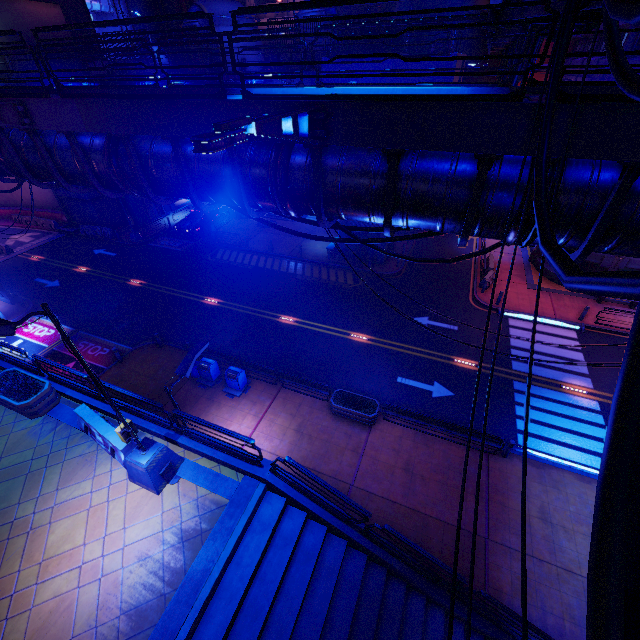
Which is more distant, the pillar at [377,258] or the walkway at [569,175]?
the pillar at [377,258]

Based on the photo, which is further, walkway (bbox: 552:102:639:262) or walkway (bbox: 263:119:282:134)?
walkway (bbox: 263:119:282:134)

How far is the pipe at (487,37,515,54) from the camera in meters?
12.1

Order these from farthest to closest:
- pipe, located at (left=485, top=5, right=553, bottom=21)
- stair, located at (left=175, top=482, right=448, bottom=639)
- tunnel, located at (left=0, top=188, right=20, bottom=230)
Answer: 1. tunnel, located at (left=0, top=188, right=20, bottom=230)
2. stair, located at (left=175, top=482, right=448, bottom=639)
3. pipe, located at (left=485, top=5, right=553, bottom=21)

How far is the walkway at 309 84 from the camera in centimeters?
740cm

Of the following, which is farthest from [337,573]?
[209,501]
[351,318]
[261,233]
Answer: [261,233]

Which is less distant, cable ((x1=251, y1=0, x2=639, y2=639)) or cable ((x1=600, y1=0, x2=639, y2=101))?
cable ((x1=251, y1=0, x2=639, y2=639))

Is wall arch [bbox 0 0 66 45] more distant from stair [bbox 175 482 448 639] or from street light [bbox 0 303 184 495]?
stair [bbox 175 482 448 639]
